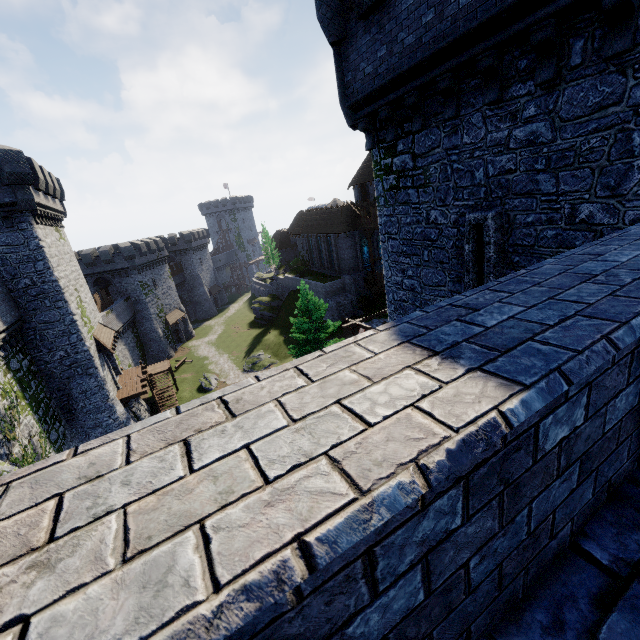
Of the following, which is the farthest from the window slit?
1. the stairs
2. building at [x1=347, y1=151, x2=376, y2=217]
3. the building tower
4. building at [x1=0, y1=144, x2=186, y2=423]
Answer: building at [x1=347, y1=151, x2=376, y2=217]

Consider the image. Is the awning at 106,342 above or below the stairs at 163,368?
above

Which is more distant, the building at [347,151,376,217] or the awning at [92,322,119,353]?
the building at [347,151,376,217]

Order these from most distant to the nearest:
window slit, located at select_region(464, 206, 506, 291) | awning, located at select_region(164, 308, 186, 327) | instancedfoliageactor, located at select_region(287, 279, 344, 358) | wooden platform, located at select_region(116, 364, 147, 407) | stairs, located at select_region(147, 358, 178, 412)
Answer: awning, located at select_region(164, 308, 186, 327)
stairs, located at select_region(147, 358, 178, 412)
instancedfoliageactor, located at select_region(287, 279, 344, 358)
wooden platform, located at select_region(116, 364, 147, 407)
window slit, located at select_region(464, 206, 506, 291)

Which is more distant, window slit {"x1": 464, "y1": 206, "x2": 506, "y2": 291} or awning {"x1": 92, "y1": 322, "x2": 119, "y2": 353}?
awning {"x1": 92, "y1": 322, "x2": 119, "y2": 353}

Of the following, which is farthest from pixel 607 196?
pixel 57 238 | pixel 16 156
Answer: pixel 57 238

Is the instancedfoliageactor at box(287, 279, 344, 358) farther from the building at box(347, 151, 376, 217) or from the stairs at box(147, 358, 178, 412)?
the building at box(347, 151, 376, 217)

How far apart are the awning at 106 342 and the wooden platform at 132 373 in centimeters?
309cm
